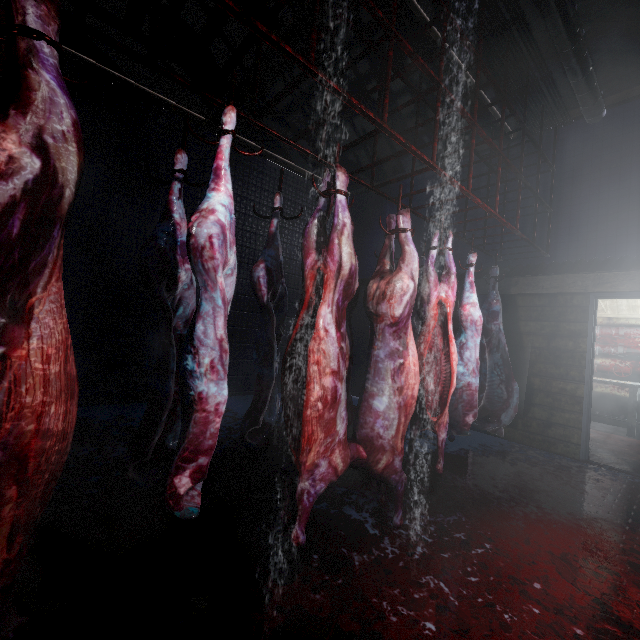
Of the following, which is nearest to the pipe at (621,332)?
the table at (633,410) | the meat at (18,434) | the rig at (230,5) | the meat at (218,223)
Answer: the table at (633,410)

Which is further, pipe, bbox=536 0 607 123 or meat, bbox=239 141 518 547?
pipe, bbox=536 0 607 123

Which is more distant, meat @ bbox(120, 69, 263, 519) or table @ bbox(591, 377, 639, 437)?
table @ bbox(591, 377, 639, 437)

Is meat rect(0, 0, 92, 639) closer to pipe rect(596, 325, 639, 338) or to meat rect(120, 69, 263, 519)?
meat rect(120, 69, 263, 519)

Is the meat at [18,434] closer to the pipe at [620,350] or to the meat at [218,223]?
the meat at [218,223]

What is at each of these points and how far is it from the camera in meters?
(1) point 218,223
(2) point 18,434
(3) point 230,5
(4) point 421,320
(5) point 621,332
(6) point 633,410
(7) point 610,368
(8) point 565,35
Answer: (1) meat, 1.2 m
(2) meat, 0.8 m
(3) rig, 1.1 m
(4) meat, 2.7 m
(5) pipe, 5.8 m
(6) table, 5.2 m
(7) pipe, 5.8 m
(8) pipe, 2.9 m

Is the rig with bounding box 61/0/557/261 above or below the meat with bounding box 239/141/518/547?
above

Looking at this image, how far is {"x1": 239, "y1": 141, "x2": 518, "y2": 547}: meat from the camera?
1.6 meters
